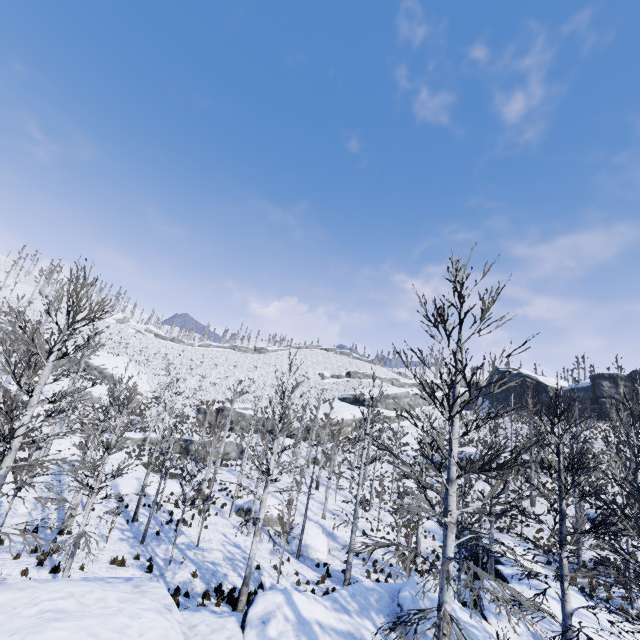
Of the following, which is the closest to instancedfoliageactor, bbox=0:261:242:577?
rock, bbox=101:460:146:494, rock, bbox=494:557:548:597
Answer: rock, bbox=494:557:548:597

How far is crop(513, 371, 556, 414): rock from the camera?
53.8m

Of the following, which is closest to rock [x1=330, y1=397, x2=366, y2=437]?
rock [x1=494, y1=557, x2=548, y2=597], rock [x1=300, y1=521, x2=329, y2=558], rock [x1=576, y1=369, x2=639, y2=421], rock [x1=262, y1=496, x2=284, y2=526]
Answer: rock [x1=576, y1=369, x2=639, y2=421]

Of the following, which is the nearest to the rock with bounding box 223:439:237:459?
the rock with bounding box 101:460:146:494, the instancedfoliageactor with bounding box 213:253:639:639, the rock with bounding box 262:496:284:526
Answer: the rock with bounding box 101:460:146:494

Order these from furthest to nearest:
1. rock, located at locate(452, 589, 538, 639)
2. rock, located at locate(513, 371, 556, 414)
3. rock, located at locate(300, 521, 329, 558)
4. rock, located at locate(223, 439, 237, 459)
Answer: rock, located at locate(513, 371, 556, 414)
rock, located at locate(223, 439, 237, 459)
rock, located at locate(300, 521, 329, 558)
rock, located at locate(452, 589, 538, 639)

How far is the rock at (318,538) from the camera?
21.3 meters

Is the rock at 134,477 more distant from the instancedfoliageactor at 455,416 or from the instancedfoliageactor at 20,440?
A: the instancedfoliageactor at 455,416

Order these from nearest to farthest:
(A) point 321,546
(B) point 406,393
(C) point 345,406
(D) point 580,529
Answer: (D) point 580,529 → (A) point 321,546 → (C) point 345,406 → (B) point 406,393
